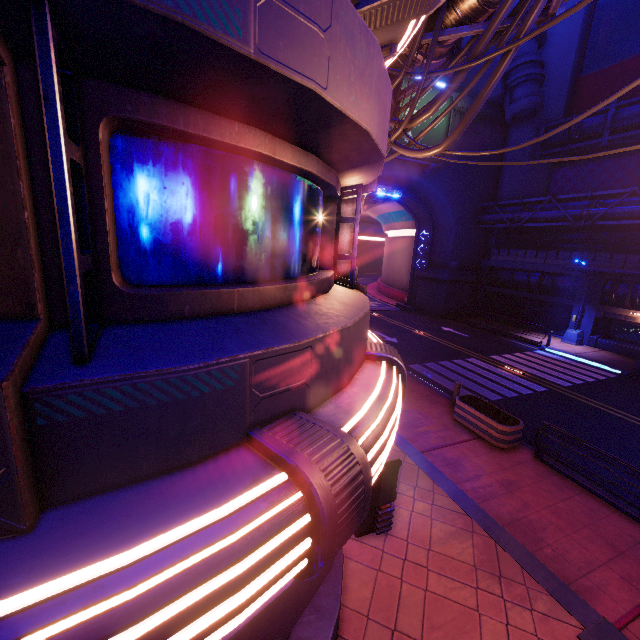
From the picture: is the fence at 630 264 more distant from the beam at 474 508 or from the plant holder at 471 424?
the beam at 474 508

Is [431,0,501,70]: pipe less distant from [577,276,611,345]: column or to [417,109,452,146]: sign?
[417,109,452,146]: sign

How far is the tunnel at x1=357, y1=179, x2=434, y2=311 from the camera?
31.7 meters

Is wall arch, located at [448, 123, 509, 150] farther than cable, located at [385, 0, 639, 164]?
Yes

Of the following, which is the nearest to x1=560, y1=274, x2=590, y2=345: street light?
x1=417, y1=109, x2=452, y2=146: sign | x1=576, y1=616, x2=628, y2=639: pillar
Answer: x1=417, y1=109, x2=452, y2=146: sign

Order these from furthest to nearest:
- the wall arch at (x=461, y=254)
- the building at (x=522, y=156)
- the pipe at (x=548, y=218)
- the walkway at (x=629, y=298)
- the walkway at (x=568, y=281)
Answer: the building at (x=522, y=156) → the wall arch at (x=461, y=254) → the walkway at (x=568, y=281) → the walkway at (x=629, y=298) → the pipe at (x=548, y=218)

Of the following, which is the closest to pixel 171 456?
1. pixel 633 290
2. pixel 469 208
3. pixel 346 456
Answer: pixel 346 456

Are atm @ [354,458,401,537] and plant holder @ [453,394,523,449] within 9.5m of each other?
yes
